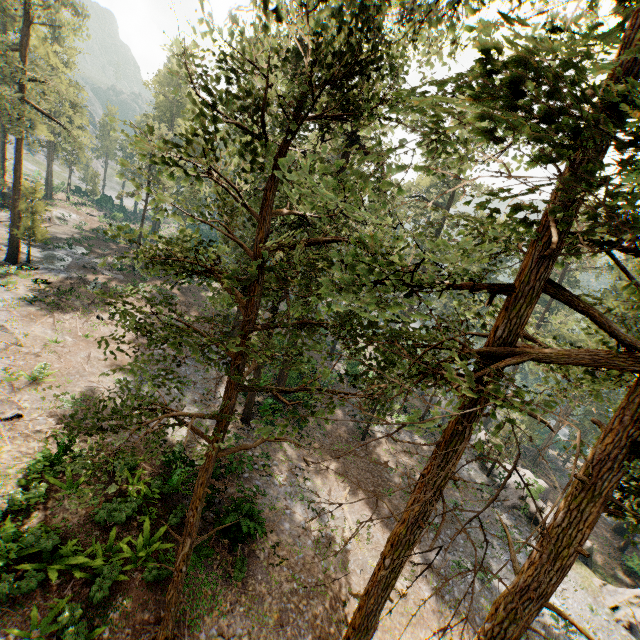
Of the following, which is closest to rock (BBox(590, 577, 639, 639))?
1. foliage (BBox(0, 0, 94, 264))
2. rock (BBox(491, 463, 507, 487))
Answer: rock (BBox(491, 463, 507, 487))

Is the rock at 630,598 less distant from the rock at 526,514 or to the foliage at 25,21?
the rock at 526,514

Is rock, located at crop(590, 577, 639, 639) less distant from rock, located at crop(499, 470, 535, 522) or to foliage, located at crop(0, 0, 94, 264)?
rock, located at crop(499, 470, 535, 522)

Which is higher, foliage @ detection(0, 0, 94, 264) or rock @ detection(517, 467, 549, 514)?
foliage @ detection(0, 0, 94, 264)

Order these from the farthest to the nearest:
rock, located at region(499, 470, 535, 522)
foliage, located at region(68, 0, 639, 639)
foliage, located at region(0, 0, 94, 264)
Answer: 1. rock, located at region(499, 470, 535, 522)
2. foliage, located at region(0, 0, 94, 264)
3. foliage, located at region(68, 0, 639, 639)

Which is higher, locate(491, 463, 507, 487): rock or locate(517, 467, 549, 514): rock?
locate(517, 467, 549, 514): rock

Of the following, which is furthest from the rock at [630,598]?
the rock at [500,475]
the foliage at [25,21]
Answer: the foliage at [25,21]

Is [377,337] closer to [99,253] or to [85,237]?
[99,253]
